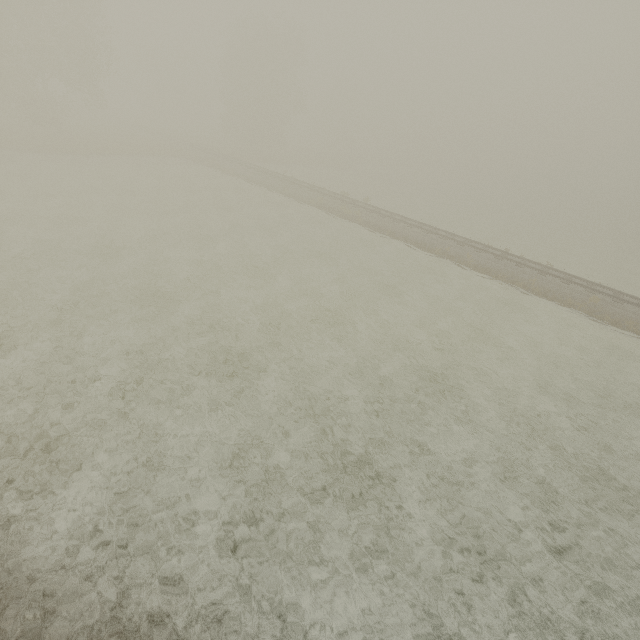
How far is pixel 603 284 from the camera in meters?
25.7
